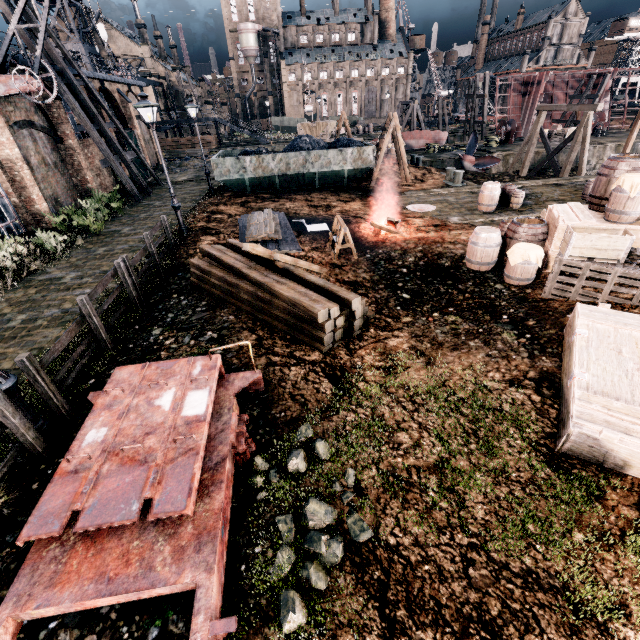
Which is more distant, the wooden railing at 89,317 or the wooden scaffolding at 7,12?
the wooden scaffolding at 7,12

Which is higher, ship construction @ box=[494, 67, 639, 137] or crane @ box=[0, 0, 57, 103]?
crane @ box=[0, 0, 57, 103]

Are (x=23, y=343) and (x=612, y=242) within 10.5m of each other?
no

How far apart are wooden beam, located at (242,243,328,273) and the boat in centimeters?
3208cm

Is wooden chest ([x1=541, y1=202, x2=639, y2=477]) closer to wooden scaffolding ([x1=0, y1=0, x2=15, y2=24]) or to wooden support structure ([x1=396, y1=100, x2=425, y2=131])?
wooden scaffolding ([x1=0, y1=0, x2=15, y2=24])

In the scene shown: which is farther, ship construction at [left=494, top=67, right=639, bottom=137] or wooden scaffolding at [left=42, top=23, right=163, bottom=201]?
ship construction at [left=494, top=67, right=639, bottom=137]

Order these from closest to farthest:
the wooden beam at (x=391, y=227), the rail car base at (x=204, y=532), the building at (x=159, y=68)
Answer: the rail car base at (x=204, y=532) → the wooden beam at (x=391, y=227) → the building at (x=159, y=68)

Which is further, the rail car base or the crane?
the crane
